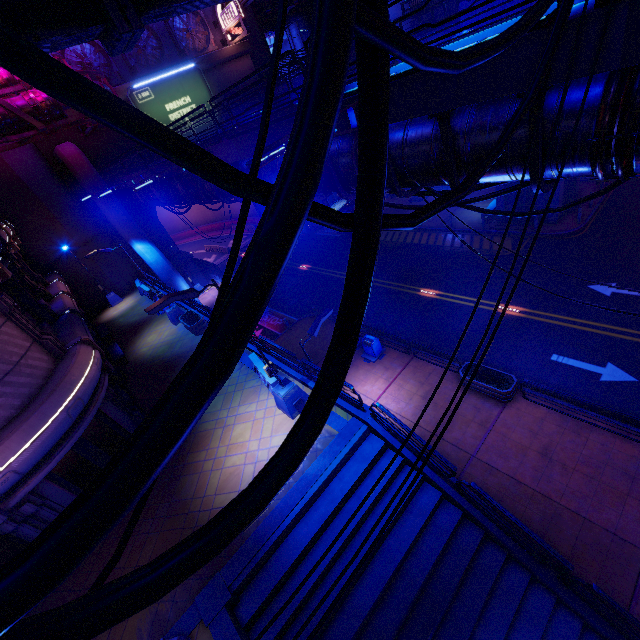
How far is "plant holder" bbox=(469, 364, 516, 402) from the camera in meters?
13.5 m

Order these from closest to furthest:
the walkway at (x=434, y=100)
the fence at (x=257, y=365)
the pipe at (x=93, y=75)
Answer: the walkway at (x=434, y=100) < the fence at (x=257, y=365) < the pipe at (x=93, y=75)

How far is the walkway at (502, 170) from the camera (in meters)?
5.00

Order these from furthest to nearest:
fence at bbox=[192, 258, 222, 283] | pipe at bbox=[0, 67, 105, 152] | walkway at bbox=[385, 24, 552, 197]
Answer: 1. fence at bbox=[192, 258, 222, 283]
2. pipe at bbox=[0, 67, 105, 152]
3. walkway at bbox=[385, 24, 552, 197]

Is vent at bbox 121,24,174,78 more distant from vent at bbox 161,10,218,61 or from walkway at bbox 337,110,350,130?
walkway at bbox 337,110,350,130

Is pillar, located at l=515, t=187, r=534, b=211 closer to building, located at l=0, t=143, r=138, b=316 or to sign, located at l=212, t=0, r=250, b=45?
sign, located at l=212, t=0, r=250, b=45

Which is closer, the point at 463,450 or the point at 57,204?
the point at 463,450

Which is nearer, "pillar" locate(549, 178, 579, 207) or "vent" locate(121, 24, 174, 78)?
"pillar" locate(549, 178, 579, 207)
